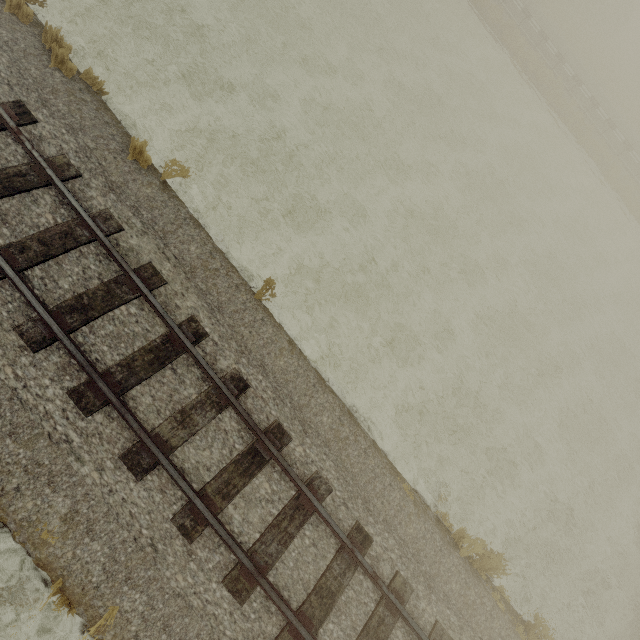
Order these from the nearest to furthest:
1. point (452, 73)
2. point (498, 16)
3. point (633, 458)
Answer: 1. point (633, 458)
2. point (452, 73)
3. point (498, 16)
